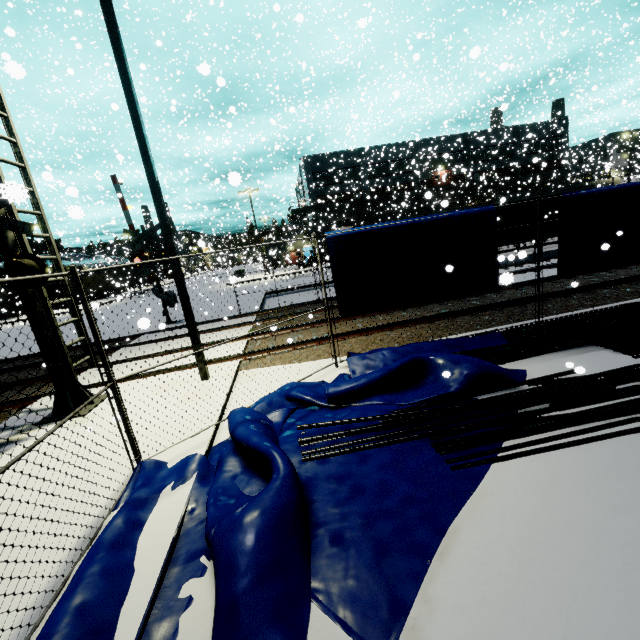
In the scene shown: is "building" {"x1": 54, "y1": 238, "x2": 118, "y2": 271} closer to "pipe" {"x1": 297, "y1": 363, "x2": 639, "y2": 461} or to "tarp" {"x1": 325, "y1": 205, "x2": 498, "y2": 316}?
"tarp" {"x1": 325, "y1": 205, "x2": 498, "y2": 316}

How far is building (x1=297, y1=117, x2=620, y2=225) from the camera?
41.59m

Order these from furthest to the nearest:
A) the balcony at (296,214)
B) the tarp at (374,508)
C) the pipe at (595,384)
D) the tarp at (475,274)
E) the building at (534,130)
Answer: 1. the balcony at (296,214)
2. the building at (534,130)
3. the tarp at (475,274)
4. the pipe at (595,384)
5. the tarp at (374,508)

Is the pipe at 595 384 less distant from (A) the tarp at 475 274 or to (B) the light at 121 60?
(A) the tarp at 475 274

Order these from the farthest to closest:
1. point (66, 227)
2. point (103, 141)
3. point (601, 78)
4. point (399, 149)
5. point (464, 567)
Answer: point (399, 149), point (601, 78), point (103, 141), point (66, 227), point (464, 567)

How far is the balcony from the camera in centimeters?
4369cm

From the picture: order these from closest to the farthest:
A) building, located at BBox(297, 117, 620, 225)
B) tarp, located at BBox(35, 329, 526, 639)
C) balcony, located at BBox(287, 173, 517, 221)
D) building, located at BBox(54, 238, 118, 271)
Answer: tarp, located at BBox(35, 329, 526, 639) → building, located at BBox(54, 238, 118, 271) → building, located at BBox(297, 117, 620, 225) → balcony, located at BBox(287, 173, 517, 221)
